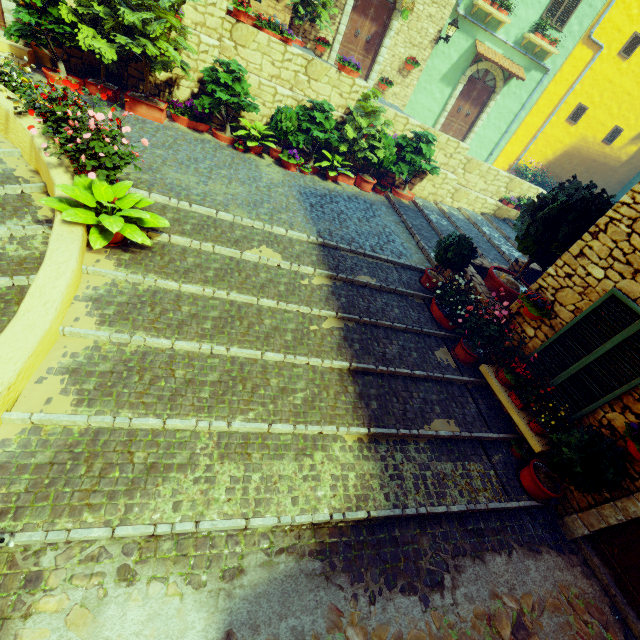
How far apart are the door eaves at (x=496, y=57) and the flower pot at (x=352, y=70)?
6.5 meters

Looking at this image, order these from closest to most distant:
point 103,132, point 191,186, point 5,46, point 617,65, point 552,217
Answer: point 103,132, point 552,217, point 191,186, point 5,46, point 617,65

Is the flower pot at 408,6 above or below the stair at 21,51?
above

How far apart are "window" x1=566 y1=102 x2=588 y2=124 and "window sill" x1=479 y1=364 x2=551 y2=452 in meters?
15.5 m

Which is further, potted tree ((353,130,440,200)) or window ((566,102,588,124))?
window ((566,102,588,124))

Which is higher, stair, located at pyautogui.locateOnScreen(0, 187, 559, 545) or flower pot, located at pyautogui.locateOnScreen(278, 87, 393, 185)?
flower pot, located at pyautogui.locateOnScreen(278, 87, 393, 185)

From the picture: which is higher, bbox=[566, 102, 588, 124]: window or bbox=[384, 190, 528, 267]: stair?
bbox=[566, 102, 588, 124]: window

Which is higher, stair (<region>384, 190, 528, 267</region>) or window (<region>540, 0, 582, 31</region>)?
window (<region>540, 0, 582, 31</region>)
